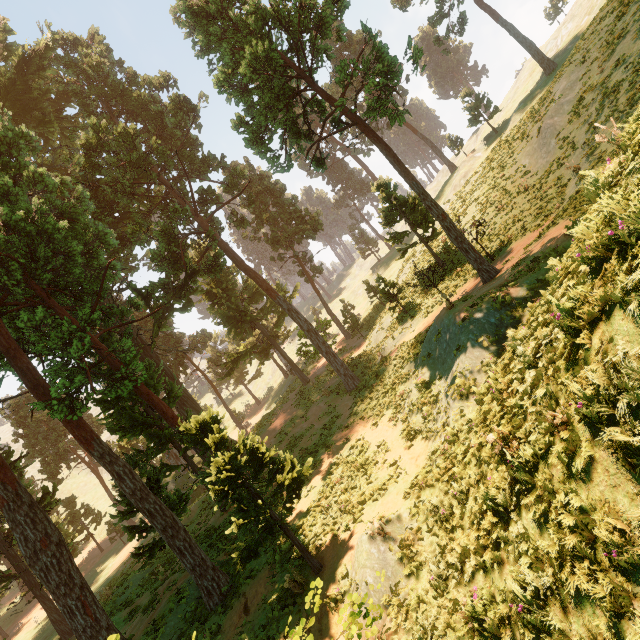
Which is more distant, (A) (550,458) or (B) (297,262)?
(B) (297,262)

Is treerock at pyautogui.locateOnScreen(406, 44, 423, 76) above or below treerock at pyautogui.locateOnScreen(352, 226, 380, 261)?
below

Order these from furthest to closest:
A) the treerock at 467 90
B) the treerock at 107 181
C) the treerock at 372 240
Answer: the treerock at 372 240 < the treerock at 467 90 < the treerock at 107 181

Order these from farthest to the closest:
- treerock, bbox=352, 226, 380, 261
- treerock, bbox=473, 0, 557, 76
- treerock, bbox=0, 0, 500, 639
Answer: treerock, bbox=352, 226, 380, 261
treerock, bbox=473, 0, 557, 76
treerock, bbox=0, 0, 500, 639

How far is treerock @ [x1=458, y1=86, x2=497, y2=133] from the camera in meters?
35.0

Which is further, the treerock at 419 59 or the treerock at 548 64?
the treerock at 548 64

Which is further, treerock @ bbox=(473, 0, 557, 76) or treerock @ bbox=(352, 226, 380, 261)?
treerock @ bbox=(352, 226, 380, 261)
